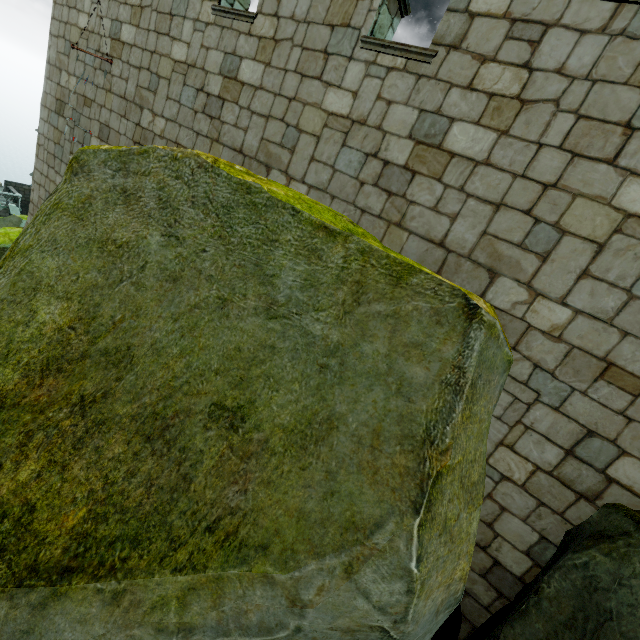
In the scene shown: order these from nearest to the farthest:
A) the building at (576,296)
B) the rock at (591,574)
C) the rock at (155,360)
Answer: the rock at (155,360)
the rock at (591,574)
the building at (576,296)

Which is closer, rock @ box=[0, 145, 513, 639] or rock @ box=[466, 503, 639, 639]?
rock @ box=[0, 145, 513, 639]

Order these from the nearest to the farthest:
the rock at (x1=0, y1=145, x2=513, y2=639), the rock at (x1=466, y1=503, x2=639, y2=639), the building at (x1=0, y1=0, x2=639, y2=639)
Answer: the rock at (x1=0, y1=145, x2=513, y2=639), the rock at (x1=466, y1=503, x2=639, y2=639), the building at (x1=0, y1=0, x2=639, y2=639)

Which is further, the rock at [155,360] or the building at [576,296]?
the building at [576,296]

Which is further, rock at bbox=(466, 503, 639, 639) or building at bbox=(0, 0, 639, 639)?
building at bbox=(0, 0, 639, 639)

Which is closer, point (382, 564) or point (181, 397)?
point (382, 564)
